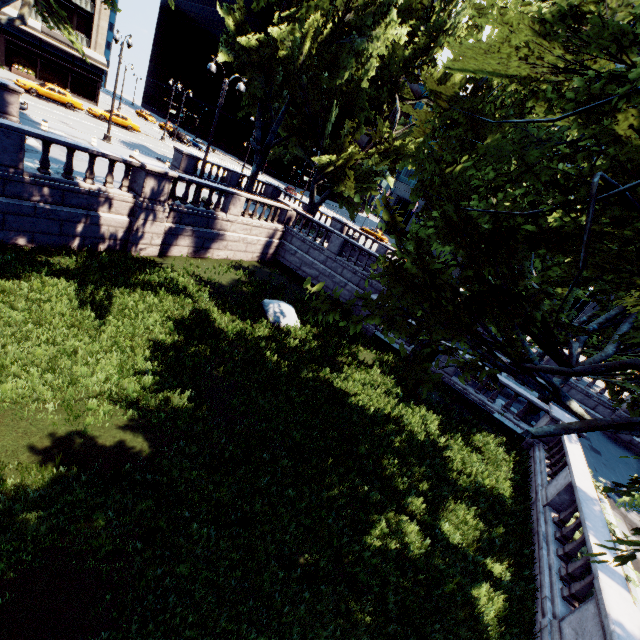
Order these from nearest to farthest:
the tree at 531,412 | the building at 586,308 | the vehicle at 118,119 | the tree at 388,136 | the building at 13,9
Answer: the tree at 388,136 < the tree at 531,412 < the building at 13,9 < the vehicle at 118,119 < the building at 586,308

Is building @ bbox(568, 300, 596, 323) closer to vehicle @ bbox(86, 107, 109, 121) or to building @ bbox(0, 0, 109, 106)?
vehicle @ bbox(86, 107, 109, 121)

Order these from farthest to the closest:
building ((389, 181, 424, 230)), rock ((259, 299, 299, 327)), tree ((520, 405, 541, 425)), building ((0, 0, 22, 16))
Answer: building ((389, 181, 424, 230)) → building ((0, 0, 22, 16)) → tree ((520, 405, 541, 425)) → rock ((259, 299, 299, 327))

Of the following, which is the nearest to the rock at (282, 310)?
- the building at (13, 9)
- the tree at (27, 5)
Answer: the tree at (27, 5)

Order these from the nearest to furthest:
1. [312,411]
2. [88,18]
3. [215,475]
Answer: [215,475]
[312,411]
[88,18]

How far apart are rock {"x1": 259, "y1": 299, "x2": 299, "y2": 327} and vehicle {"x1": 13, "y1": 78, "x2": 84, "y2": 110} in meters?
35.0 m

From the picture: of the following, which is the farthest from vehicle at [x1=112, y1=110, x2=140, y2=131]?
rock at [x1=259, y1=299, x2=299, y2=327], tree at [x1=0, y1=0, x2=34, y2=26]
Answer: rock at [x1=259, y1=299, x2=299, y2=327]

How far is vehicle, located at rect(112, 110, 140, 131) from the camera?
36.66m
